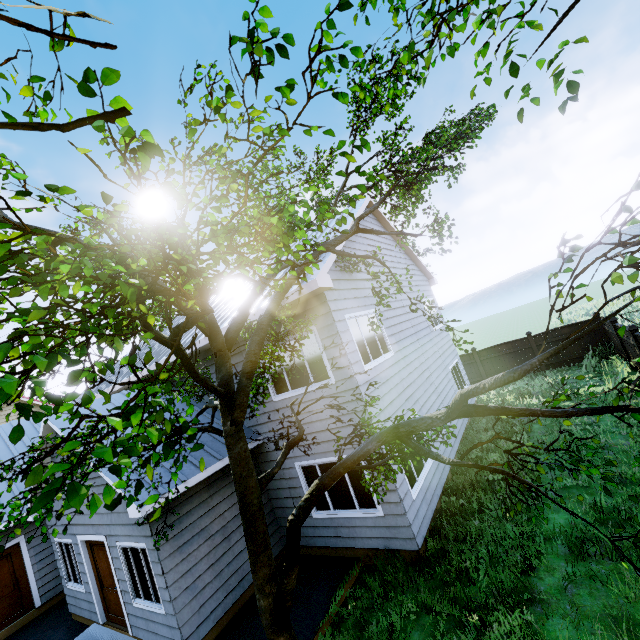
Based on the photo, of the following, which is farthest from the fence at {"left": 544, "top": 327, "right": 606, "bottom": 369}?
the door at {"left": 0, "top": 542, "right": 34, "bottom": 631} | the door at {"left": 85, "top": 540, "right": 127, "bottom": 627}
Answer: the door at {"left": 0, "top": 542, "right": 34, "bottom": 631}

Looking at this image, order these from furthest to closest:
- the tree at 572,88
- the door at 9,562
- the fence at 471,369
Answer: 1. the fence at 471,369
2. the door at 9,562
3. the tree at 572,88

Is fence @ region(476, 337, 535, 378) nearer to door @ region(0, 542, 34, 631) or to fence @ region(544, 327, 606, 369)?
door @ region(0, 542, 34, 631)

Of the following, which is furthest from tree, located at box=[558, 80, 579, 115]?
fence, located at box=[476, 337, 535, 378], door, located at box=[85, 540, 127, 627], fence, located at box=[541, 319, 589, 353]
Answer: fence, located at box=[476, 337, 535, 378]

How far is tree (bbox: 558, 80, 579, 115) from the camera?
3.0m

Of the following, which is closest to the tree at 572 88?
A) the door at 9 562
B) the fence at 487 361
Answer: the door at 9 562

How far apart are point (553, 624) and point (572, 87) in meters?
6.7

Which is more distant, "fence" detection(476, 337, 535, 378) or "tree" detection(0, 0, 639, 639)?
"fence" detection(476, 337, 535, 378)
